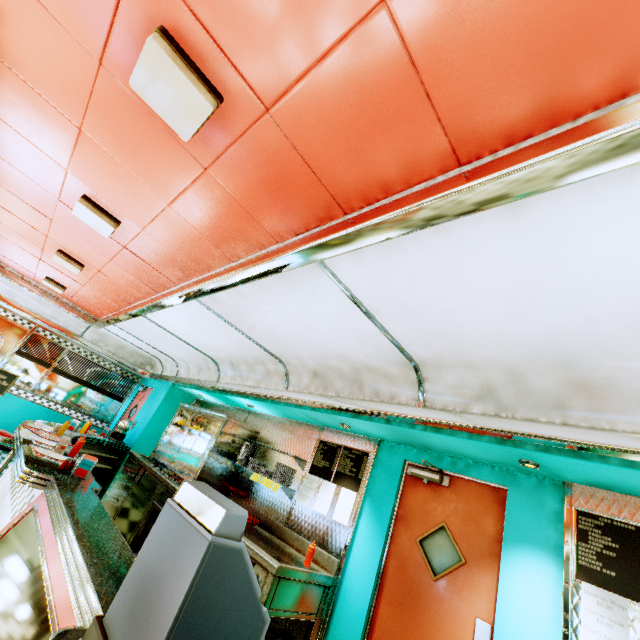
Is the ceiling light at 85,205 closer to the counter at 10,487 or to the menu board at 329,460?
the counter at 10,487

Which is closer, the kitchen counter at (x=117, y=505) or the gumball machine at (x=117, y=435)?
the kitchen counter at (x=117, y=505)

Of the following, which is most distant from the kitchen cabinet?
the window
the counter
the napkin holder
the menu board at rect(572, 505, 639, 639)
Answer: the menu board at rect(572, 505, 639, 639)

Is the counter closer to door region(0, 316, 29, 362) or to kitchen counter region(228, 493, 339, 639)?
kitchen counter region(228, 493, 339, 639)

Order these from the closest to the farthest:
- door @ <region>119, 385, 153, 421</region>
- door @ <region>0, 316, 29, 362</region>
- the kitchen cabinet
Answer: the kitchen cabinet
door @ <region>0, 316, 29, 362</region>
door @ <region>119, 385, 153, 421</region>

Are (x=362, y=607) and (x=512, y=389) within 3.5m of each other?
yes

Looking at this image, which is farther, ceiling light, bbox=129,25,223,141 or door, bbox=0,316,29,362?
door, bbox=0,316,29,362

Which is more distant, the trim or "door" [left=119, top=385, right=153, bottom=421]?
"door" [left=119, top=385, right=153, bottom=421]
